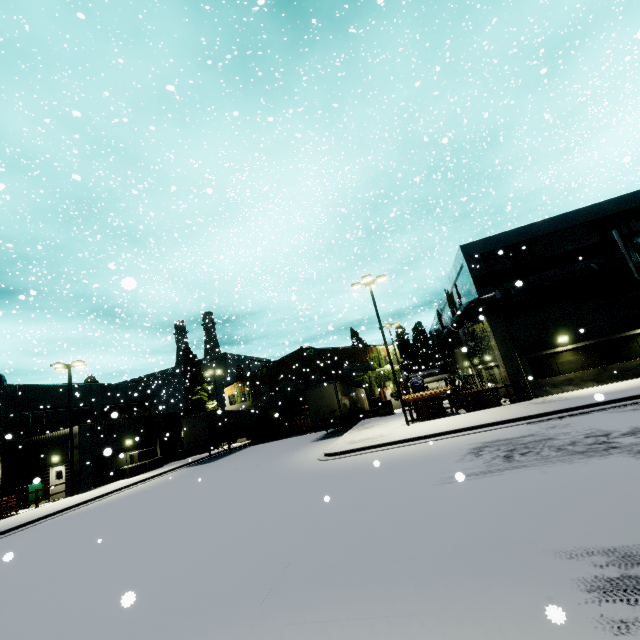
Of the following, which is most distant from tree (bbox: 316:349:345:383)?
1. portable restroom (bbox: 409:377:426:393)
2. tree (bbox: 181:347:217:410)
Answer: portable restroom (bbox: 409:377:426:393)

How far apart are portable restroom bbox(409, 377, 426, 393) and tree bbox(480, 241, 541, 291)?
14.2 meters

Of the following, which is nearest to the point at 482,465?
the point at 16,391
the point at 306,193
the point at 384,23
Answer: the point at 16,391

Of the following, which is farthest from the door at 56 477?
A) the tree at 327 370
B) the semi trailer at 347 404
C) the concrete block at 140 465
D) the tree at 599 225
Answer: the tree at 599 225

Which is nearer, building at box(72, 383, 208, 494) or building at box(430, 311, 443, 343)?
building at box(72, 383, 208, 494)

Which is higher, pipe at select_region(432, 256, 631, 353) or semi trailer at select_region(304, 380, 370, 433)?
pipe at select_region(432, 256, 631, 353)

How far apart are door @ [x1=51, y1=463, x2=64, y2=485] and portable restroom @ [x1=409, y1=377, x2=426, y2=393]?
30.70m

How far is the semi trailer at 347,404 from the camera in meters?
25.3
